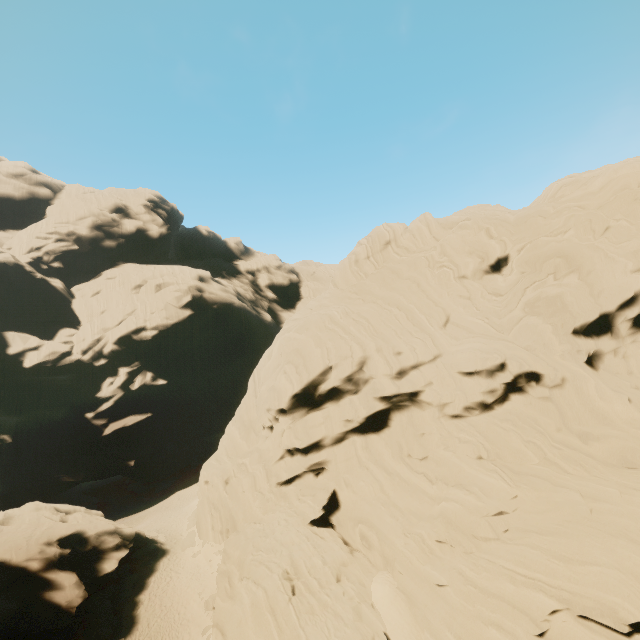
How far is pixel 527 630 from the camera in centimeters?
1531cm

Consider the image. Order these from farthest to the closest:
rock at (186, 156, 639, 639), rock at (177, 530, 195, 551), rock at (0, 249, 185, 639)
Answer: rock at (177, 530, 195, 551)
rock at (0, 249, 185, 639)
rock at (186, 156, 639, 639)

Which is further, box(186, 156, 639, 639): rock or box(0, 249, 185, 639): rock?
box(0, 249, 185, 639): rock

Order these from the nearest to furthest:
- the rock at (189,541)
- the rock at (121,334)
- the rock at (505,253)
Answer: the rock at (505,253)
the rock at (121,334)
the rock at (189,541)

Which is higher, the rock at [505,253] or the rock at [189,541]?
the rock at [505,253]

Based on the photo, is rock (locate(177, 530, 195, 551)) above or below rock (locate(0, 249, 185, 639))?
below

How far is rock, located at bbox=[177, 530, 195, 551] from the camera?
33.1m
